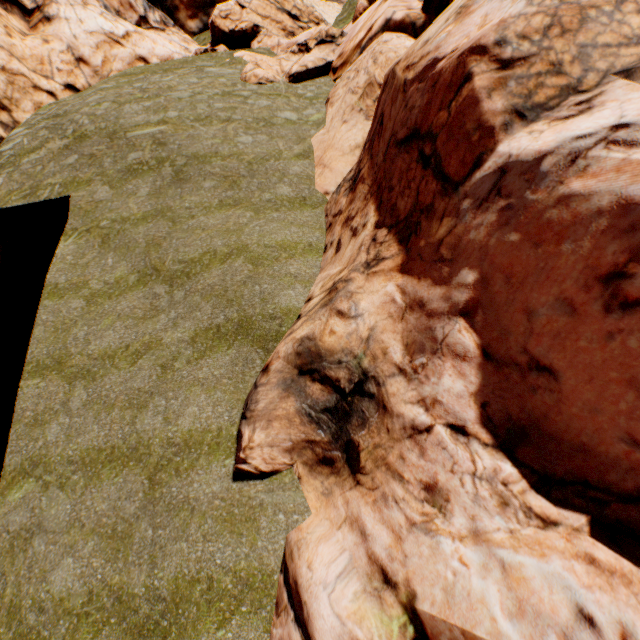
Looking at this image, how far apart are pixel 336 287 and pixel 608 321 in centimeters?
537cm
